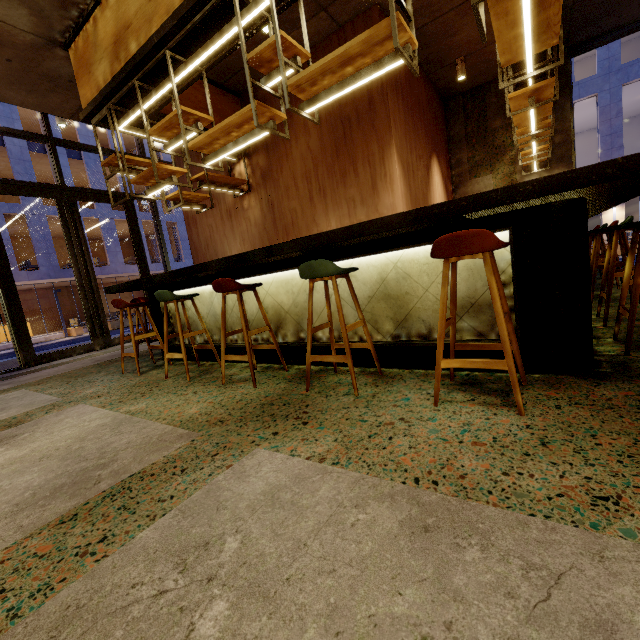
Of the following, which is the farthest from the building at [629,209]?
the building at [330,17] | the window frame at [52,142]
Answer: the window frame at [52,142]

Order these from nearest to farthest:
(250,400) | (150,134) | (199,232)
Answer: (250,400), (150,134), (199,232)

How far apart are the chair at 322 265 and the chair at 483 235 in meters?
0.5 m

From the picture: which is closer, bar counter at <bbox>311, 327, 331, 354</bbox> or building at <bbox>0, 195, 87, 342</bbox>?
bar counter at <bbox>311, 327, 331, 354</bbox>

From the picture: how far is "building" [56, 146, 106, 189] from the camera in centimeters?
2117cm

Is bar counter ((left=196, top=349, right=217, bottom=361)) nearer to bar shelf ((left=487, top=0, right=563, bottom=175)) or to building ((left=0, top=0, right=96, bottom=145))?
bar shelf ((left=487, top=0, right=563, bottom=175))

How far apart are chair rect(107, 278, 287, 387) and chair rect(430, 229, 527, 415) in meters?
2.6 m

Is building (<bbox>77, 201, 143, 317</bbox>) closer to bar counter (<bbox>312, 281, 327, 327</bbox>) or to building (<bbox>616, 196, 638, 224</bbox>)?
building (<bbox>616, 196, 638, 224</bbox>)
